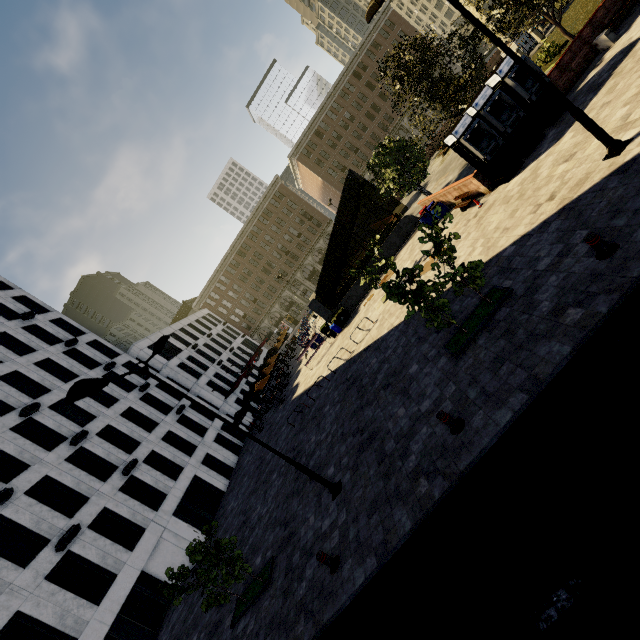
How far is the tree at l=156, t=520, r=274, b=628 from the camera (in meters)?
10.59

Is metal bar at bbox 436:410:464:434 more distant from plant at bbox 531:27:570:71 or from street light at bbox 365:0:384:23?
plant at bbox 531:27:570:71

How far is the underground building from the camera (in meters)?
24.90

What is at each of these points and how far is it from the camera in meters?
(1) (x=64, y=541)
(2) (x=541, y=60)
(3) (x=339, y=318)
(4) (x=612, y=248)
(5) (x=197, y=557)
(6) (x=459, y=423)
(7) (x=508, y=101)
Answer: (1) air conditioner, 16.7
(2) plant, 19.6
(3) dumpster, 25.0
(4) metal bar, 6.8
(5) tree, 10.4
(6) metal bar, 7.6
(7) atm, 13.2

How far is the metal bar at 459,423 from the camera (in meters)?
7.49

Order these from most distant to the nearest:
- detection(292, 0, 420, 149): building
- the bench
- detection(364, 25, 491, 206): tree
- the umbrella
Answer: detection(292, 0, 420, 149): building
the umbrella
detection(364, 25, 491, 206): tree
the bench

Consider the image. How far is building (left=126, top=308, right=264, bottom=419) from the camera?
36.84m

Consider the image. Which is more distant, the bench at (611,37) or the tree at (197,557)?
the bench at (611,37)
